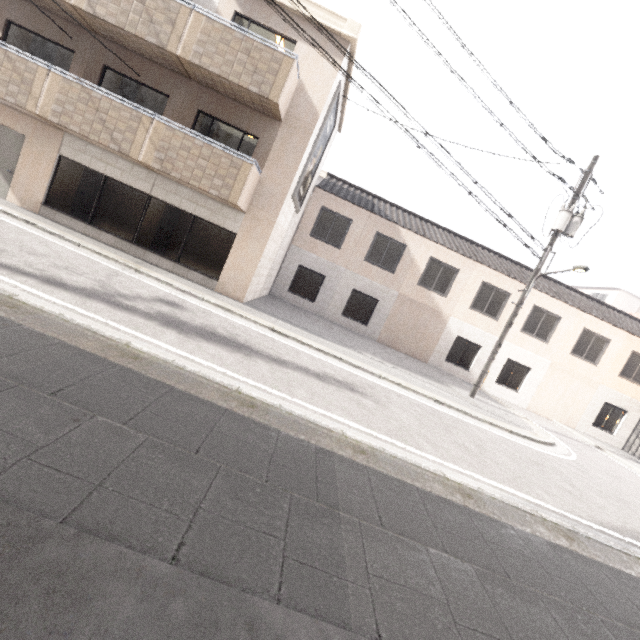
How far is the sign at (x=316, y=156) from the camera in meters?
10.7 m

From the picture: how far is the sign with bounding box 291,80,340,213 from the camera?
10.7m

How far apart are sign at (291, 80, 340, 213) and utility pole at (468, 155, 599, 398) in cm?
856

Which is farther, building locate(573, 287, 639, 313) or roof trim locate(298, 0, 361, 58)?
building locate(573, 287, 639, 313)

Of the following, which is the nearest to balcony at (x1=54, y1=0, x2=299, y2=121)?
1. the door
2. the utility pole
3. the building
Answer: the door

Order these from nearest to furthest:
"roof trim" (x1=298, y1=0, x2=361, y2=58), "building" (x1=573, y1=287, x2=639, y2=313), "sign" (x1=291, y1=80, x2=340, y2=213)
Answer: "roof trim" (x1=298, y1=0, x2=361, y2=58) < "sign" (x1=291, y1=80, x2=340, y2=213) < "building" (x1=573, y1=287, x2=639, y2=313)

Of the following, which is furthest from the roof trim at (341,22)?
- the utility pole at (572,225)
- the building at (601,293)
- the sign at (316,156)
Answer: the building at (601,293)

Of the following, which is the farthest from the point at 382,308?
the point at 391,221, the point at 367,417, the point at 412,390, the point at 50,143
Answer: the point at 50,143
